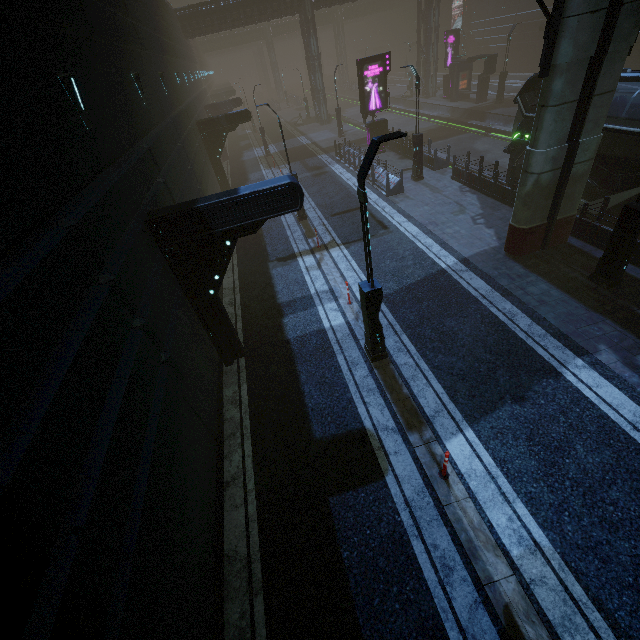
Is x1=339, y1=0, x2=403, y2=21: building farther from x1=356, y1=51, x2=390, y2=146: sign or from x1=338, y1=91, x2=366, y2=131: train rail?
x1=356, y1=51, x2=390, y2=146: sign

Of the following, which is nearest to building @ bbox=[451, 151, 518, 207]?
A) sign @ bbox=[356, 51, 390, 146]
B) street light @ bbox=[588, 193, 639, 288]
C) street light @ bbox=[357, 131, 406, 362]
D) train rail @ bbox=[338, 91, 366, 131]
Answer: train rail @ bbox=[338, 91, 366, 131]

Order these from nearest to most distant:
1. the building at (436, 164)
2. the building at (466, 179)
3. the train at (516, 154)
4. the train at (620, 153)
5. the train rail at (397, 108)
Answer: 1. the train at (620, 153)
2. the train at (516, 154)
3. the building at (466, 179)
4. the building at (436, 164)
5. the train rail at (397, 108)

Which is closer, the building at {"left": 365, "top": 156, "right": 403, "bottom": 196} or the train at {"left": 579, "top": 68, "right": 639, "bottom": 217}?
the train at {"left": 579, "top": 68, "right": 639, "bottom": 217}

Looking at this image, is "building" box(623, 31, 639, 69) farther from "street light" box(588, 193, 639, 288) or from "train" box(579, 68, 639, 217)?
"street light" box(588, 193, 639, 288)

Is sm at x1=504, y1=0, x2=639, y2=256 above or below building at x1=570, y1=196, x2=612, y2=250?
above

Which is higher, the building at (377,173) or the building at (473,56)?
the building at (473,56)

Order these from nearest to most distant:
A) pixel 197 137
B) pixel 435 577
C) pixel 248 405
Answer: pixel 435 577 < pixel 248 405 < pixel 197 137
